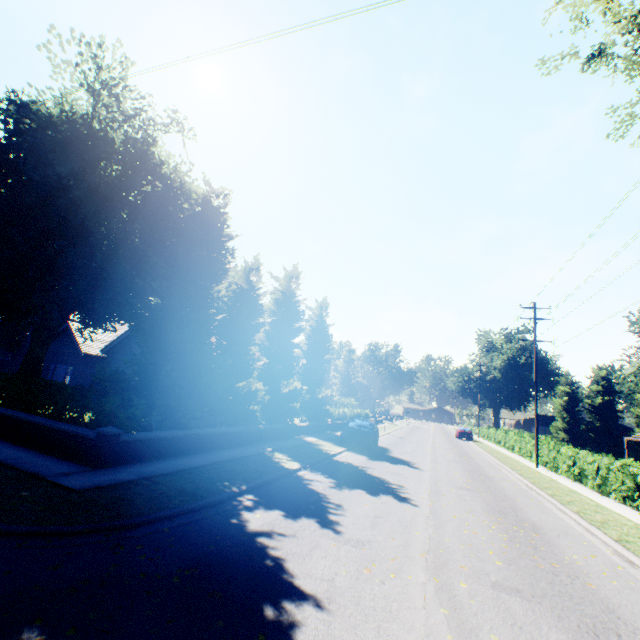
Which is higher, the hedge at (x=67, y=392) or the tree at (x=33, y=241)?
the tree at (x=33, y=241)

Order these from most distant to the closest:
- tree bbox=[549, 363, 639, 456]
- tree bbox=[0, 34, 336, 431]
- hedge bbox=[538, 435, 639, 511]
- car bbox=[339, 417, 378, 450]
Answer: tree bbox=[549, 363, 639, 456]
car bbox=[339, 417, 378, 450]
hedge bbox=[538, 435, 639, 511]
tree bbox=[0, 34, 336, 431]

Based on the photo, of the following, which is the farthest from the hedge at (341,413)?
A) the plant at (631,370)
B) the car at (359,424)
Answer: the car at (359,424)

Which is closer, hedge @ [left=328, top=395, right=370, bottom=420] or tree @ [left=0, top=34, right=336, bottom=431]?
tree @ [left=0, top=34, right=336, bottom=431]

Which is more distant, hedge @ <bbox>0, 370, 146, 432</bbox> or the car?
the car

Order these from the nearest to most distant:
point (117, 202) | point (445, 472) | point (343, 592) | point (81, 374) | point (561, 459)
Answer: point (343, 592) → point (117, 202) → point (445, 472) → point (561, 459) → point (81, 374)

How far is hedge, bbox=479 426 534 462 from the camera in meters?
26.2

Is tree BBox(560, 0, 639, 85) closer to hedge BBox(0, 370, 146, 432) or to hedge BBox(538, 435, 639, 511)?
hedge BBox(0, 370, 146, 432)
